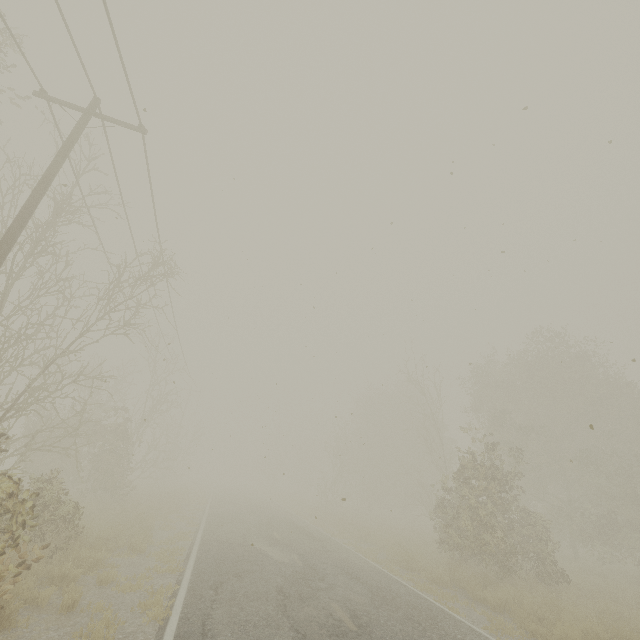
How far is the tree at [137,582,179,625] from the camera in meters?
6.5

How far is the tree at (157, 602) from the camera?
6.5 meters

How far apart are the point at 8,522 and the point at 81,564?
3.39m

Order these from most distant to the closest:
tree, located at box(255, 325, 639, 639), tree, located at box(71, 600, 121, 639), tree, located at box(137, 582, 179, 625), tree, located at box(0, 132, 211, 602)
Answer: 1. tree, located at box(255, 325, 639, 639)
2. tree, located at box(0, 132, 211, 602)
3. tree, located at box(137, 582, 179, 625)
4. tree, located at box(71, 600, 121, 639)

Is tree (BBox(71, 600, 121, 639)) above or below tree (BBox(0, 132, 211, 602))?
below

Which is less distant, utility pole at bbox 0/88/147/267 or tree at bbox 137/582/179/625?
tree at bbox 137/582/179/625

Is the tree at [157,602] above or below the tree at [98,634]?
above

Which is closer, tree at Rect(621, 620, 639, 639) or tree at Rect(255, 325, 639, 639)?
tree at Rect(621, 620, 639, 639)
